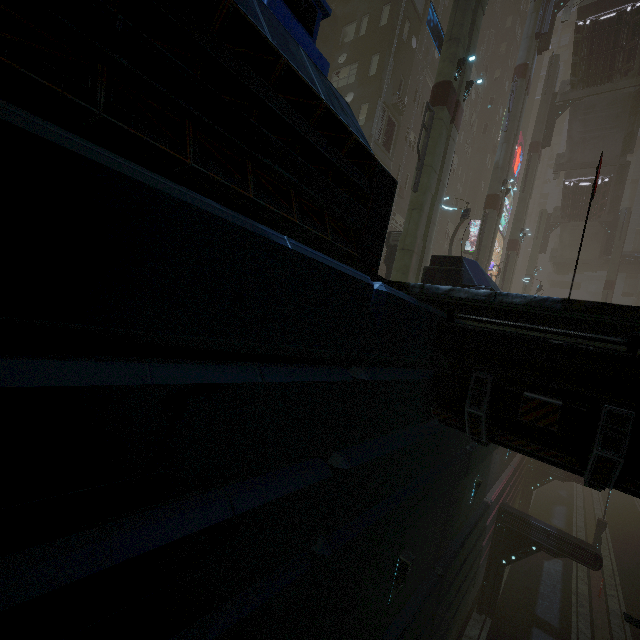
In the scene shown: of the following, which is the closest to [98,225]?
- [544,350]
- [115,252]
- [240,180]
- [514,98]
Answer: [115,252]

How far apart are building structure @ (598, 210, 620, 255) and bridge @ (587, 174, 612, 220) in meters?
1.3

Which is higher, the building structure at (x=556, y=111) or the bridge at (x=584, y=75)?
the bridge at (x=584, y=75)

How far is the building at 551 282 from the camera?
54.6 meters

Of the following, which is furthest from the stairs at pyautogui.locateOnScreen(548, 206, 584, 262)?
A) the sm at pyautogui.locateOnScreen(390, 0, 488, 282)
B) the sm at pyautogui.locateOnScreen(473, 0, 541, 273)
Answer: the sm at pyautogui.locateOnScreen(390, 0, 488, 282)

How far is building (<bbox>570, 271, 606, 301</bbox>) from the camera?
51.9 meters

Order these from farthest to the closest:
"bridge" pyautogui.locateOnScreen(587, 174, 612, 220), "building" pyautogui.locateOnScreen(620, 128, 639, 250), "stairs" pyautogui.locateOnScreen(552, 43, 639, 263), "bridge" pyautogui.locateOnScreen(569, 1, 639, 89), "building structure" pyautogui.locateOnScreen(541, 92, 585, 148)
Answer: "building" pyautogui.locateOnScreen(620, 128, 639, 250), "bridge" pyautogui.locateOnScreen(587, 174, 612, 220), "building structure" pyautogui.locateOnScreen(541, 92, 585, 148), "stairs" pyautogui.locateOnScreen(552, 43, 639, 263), "bridge" pyautogui.locateOnScreen(569, 1, 639, 89)

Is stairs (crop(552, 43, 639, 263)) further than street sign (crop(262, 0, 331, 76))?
Yes
